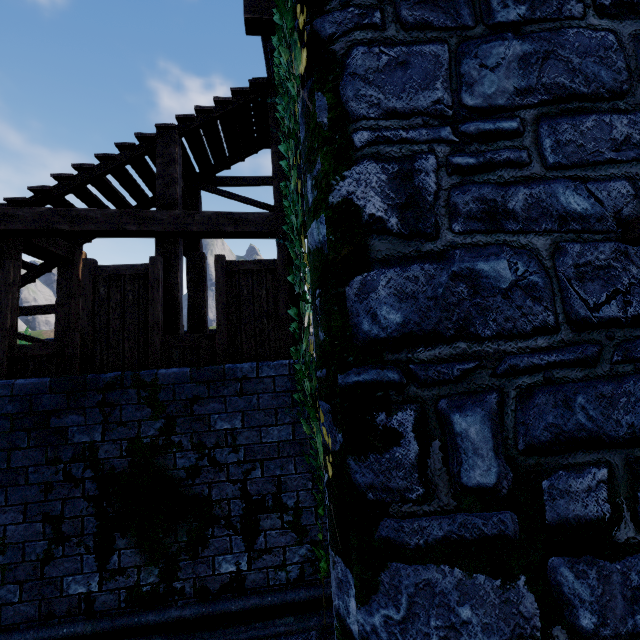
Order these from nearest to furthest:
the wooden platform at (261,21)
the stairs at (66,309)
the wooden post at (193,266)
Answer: the wooden platform at (261,21) → the stairs at (66,309) → the wooden post at (193,266)

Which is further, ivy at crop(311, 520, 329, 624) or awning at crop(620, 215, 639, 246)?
ivy at crop(311, 520, 329, 624)

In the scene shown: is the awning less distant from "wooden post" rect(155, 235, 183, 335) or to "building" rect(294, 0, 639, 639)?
"building" rect(294, 0, 639, 639)

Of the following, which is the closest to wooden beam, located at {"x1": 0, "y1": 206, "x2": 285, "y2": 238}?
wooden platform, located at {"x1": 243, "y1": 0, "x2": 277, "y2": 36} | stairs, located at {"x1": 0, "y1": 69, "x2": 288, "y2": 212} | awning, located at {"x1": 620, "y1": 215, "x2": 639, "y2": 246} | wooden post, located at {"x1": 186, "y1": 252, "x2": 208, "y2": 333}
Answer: stairs, located at {"x1": 0, "y1": 69, "x2": 288, "y2": 212}

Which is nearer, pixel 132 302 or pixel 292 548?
pixel 292 548

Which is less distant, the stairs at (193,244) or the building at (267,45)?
the building at (267,45)

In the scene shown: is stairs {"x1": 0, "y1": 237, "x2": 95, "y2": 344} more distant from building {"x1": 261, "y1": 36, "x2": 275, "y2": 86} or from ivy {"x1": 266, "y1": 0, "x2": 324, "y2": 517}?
ivy {"x1": 266, "y1": 0, "x2": 324, "y2": 517}

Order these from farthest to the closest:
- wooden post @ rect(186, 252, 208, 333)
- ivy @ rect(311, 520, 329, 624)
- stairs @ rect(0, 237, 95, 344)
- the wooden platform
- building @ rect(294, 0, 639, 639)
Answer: wooden post @ rect(186, 252, 208, 333) < stairs @ rect(0, 237, 95, 344) < the wooden platform < ivy @ rect(311, 520, 329, 624) < building @ rect(294, 0, 639, 639)
